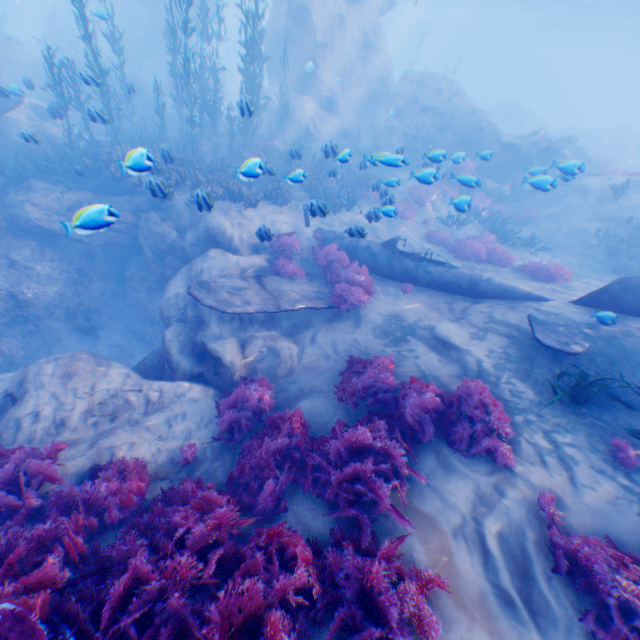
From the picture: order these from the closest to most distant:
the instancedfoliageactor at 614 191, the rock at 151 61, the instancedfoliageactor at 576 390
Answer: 1. the instancedfoliageactor at 576 390
2. the instancedfoliageactor at 614 191
3. the rock at 151 61

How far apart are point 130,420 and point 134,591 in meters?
3.9 m

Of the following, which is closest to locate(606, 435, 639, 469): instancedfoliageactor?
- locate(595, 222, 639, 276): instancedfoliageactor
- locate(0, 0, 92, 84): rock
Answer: locate(0, 0, 92, 84): rock

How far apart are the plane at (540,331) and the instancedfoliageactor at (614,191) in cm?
1242

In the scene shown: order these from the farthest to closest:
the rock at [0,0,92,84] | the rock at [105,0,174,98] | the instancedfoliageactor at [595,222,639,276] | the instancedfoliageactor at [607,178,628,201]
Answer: the rock at [105,0,174,98] → the rock at [0,0,92,84] → the instancedfoliageactor at [607,178,628,201] → the instancedfoliageactor at [595,222,639,276]

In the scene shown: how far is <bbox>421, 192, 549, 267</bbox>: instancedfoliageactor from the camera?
12.1 meters

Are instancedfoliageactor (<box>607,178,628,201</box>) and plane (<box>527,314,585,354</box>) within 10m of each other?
no

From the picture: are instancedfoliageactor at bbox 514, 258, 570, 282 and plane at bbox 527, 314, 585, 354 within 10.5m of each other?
yes
